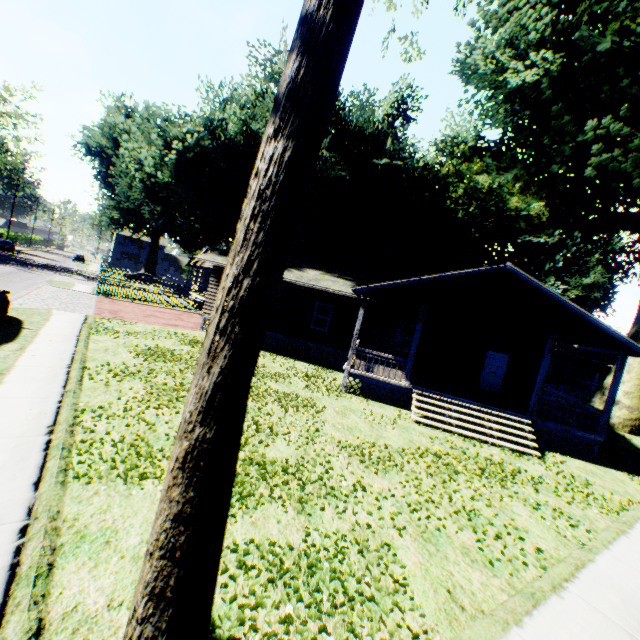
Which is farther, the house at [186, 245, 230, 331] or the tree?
the house at [186, 245, 230, 331]

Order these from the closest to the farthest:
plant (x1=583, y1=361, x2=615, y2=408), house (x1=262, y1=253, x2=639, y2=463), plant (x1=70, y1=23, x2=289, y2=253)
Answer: house (x1=262, y1=253, x2=639, y2=463) → plant (x1=70, y1=23, x2=289, y2=253) → plant (x1=583, y1=361, x2=615, y2=408)

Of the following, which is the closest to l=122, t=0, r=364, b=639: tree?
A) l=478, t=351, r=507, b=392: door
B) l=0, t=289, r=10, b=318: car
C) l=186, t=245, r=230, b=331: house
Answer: l=186, t=245, r=230, b=331: house

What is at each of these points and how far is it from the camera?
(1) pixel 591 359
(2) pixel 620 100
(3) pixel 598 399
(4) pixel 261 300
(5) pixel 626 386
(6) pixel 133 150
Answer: (1) house, 33.4m
(2) plant, 23.8m
(3) plant, 22.3m
(4) tree, 2.5m
(5) plant, 21.1m
(6) plant, 25.8m

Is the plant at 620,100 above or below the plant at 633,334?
above

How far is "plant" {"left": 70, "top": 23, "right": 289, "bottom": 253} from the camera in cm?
2131

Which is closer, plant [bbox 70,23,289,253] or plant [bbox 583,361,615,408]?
plant [bbox 70,23,289,253]

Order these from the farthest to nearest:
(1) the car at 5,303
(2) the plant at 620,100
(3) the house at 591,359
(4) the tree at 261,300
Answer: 1. (2) the plant at 620,100
2. (3) the house at 591,359
3. (1) the car at 5,303
4. (4) the tree at 261,300
